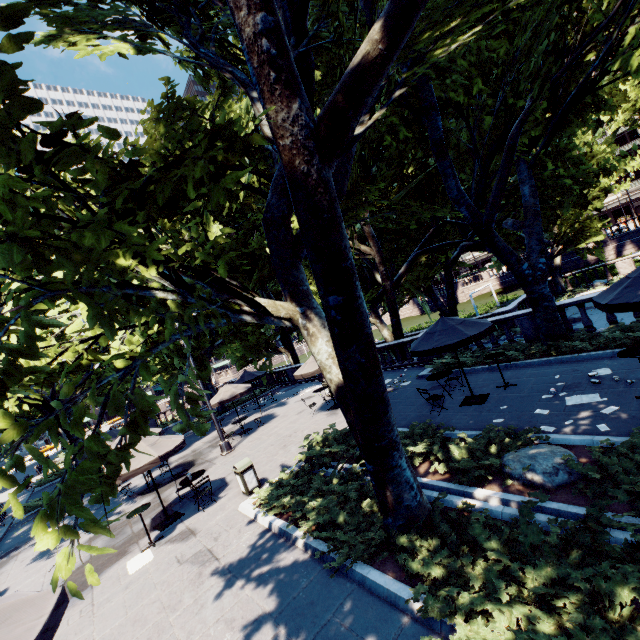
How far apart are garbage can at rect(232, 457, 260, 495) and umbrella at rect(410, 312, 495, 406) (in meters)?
6.34

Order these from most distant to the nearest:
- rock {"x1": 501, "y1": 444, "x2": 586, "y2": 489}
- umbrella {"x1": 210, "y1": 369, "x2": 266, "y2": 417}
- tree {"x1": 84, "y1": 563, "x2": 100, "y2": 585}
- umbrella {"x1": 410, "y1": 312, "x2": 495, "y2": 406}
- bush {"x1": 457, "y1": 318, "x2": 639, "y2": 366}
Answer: umbrella {"x1": 210, "y1": 369, "x2": 266, "y2": 417} → bush {"x1": 457, "y1": 318, "x2": 639, "y2": 366} → umbrella {"x1": 410, "y1": 312, "x2": 495, "y2": 406} → rock {"x1": 501, "y1": 444, "x2": 586, "y2": 489} → tree {"x1": 84, "y1": 563, "x2": 100, "y2": 585}

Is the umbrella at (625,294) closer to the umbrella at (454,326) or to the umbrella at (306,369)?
the umbrella at (454,326)

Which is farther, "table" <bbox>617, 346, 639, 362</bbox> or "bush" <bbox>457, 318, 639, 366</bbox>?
"bush" <bbox>457, 318, 639, 366</bbox>

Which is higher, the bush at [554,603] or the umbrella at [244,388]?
the umbrella at [244,388]

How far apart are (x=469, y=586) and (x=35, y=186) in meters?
7.6

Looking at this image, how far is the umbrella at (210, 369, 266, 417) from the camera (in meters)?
17.72

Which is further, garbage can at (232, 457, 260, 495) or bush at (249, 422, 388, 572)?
garbage can at (232, 457, 260, 495)
